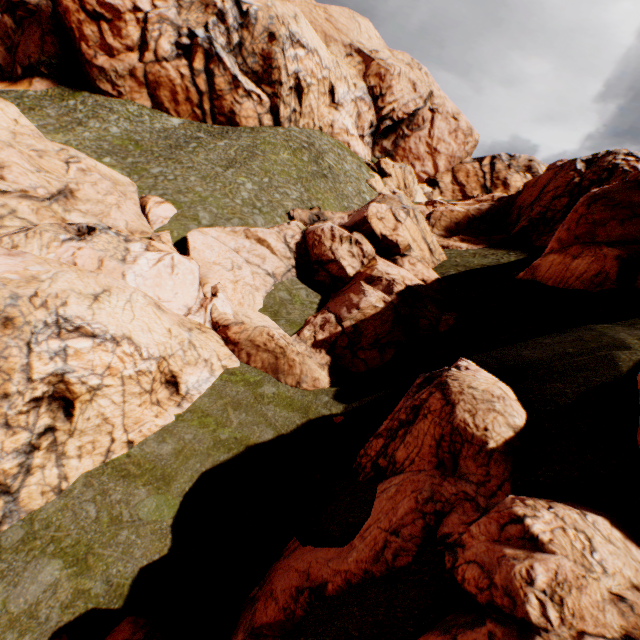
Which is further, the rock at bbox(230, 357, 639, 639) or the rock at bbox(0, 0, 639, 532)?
the rock at bbox(0, 0, 639, 532)

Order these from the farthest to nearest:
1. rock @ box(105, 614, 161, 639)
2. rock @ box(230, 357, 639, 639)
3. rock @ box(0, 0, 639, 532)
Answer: rock @ box(0, 0, 639, 532) < rock @ box(105, 614, 161, 639) < rock @ box(230, 357, 639, 639)

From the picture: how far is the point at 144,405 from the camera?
13.9 meters

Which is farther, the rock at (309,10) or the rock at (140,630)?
the rock at (309,10)

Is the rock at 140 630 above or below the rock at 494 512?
below

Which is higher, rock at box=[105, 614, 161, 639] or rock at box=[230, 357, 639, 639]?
rock at box=[230, 357, 639, 639]
